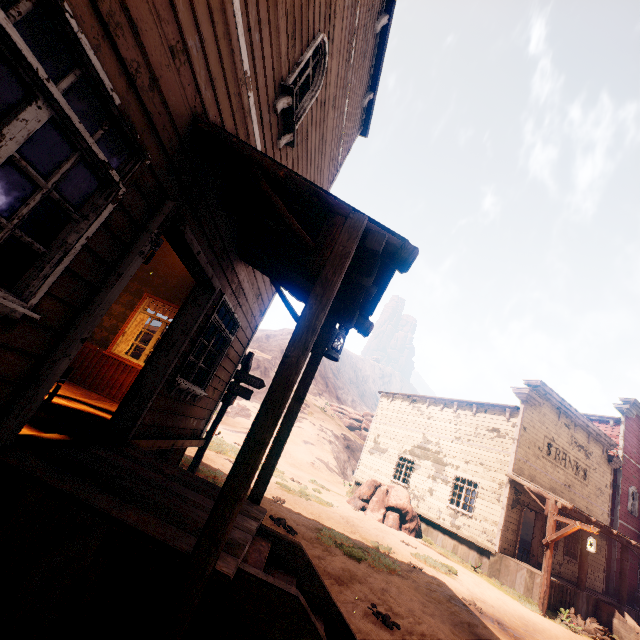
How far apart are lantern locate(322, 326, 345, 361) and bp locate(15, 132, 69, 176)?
2.51m

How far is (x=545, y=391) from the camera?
16.12m

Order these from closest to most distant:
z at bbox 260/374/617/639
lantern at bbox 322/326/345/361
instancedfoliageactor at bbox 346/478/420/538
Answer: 1. lantern at bbox 322/326/345/361
2. z at bbox 260/374/617/639
3. instancedfoliageactor at bbox 346/478/420/538

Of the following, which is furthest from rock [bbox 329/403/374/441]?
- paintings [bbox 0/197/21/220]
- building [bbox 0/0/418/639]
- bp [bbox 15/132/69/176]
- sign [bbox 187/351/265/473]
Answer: bp [bbox 15/132/69/176]

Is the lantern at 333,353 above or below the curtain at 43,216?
above

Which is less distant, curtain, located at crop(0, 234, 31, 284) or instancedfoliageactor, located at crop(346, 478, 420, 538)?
curtain, located at crop(0, 234, 31, 284)

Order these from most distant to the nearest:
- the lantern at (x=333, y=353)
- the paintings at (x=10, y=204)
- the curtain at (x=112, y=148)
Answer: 1. the paintings at (x=10, y=204)
2. the lantern at (x=333, y=353)
3. the curtain at (x=112, y=148)

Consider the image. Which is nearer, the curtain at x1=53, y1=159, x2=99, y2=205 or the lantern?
the curtain at x1=53, y1=159, x2=99, y2=205
